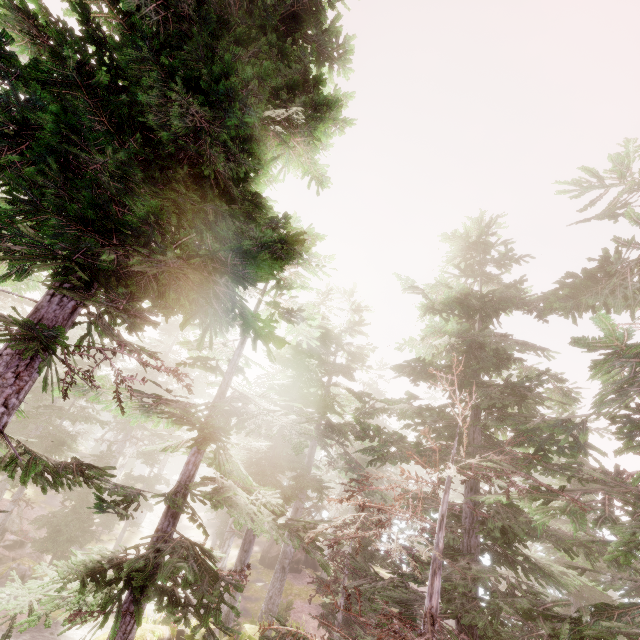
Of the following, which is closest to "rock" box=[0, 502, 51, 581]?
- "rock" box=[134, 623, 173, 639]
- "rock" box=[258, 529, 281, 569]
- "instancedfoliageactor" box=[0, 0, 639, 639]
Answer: "instancedfoliageactor" box=[0, 0, 639, 639]

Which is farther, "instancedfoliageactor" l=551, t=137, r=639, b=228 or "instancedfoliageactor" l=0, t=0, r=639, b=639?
"instancedfoliageactor" l=551, t=137, r=639, b=228

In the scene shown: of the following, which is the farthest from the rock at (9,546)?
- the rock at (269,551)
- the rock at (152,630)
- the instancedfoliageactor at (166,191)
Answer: the rock at (269,551)

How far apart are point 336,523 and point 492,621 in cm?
684

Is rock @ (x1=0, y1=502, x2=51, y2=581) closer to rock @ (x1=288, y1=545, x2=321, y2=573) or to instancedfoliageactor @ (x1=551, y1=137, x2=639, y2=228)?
instancedfoliageactor @ (x1=551, y1=137, x2=639, y2=228)

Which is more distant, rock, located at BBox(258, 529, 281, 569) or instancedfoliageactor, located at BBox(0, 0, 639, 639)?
rock, located at BBox(258, 529, 281, 569)

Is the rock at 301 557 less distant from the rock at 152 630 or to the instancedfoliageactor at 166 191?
the instancedfoliageactor at 166 191
